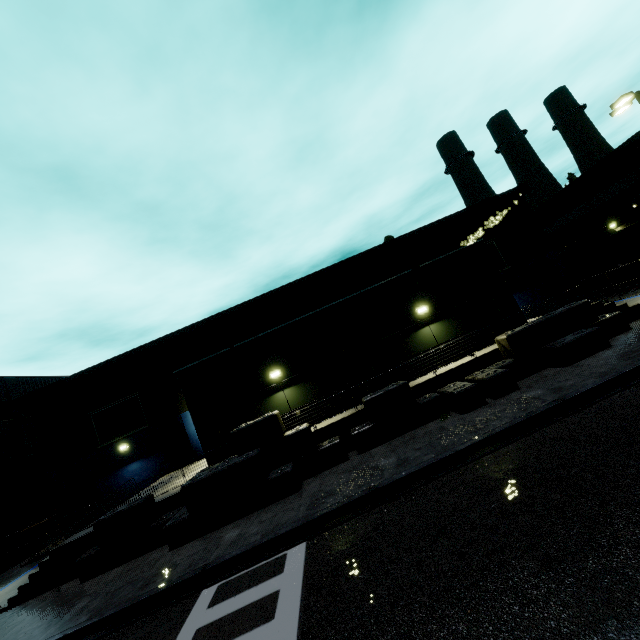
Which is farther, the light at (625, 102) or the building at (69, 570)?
the light at (625, 102)

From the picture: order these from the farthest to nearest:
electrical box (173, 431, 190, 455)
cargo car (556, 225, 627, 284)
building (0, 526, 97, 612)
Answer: cargo car (556, 225, 627, 284) < electrical box (173, 431, 190, 455) < building (0, 526, 97, 612)

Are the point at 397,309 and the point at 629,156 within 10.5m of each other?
no

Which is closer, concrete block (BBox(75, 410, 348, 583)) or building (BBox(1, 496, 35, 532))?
concrete block (BBox(75, 410, 348, 583))

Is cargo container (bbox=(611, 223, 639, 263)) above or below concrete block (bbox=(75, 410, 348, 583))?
above

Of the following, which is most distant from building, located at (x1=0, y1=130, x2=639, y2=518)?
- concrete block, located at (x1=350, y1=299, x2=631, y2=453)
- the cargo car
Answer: the cargo car

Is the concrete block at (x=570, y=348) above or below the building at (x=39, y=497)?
below

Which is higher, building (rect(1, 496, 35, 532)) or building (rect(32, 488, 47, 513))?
building (rect(32, 488, 47, 513))
